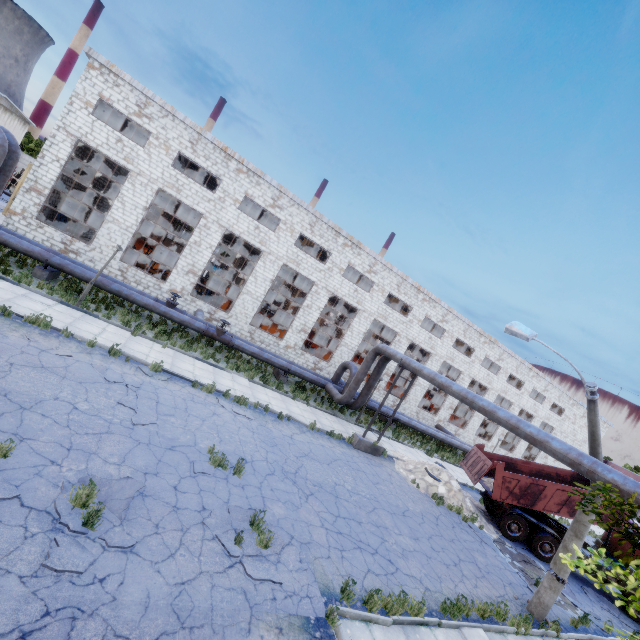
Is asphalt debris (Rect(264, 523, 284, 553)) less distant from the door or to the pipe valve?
the pipe valve

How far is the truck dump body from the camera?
15.09m

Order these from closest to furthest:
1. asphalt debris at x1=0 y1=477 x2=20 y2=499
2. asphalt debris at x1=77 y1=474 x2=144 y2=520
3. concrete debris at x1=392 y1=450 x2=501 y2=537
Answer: asphalt debris at x1=0 y1=477 x2=20 y2=499
asphalt debris at x1=77 y1=474 x2=144 y2=520
concrete debris at x1=392 y1=450 x2=501 y2=537

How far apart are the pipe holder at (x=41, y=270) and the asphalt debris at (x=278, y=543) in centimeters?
1445cm

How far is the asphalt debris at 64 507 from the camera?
5.3 meters

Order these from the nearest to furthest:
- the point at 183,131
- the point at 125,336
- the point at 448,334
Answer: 1. the point at 125,336
2. the point at 183,131
3. the point at 448,334

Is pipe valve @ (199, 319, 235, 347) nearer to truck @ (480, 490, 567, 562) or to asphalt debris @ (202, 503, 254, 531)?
asphalt debris @ (202, 503, 254, 531)

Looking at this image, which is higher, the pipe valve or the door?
the door
